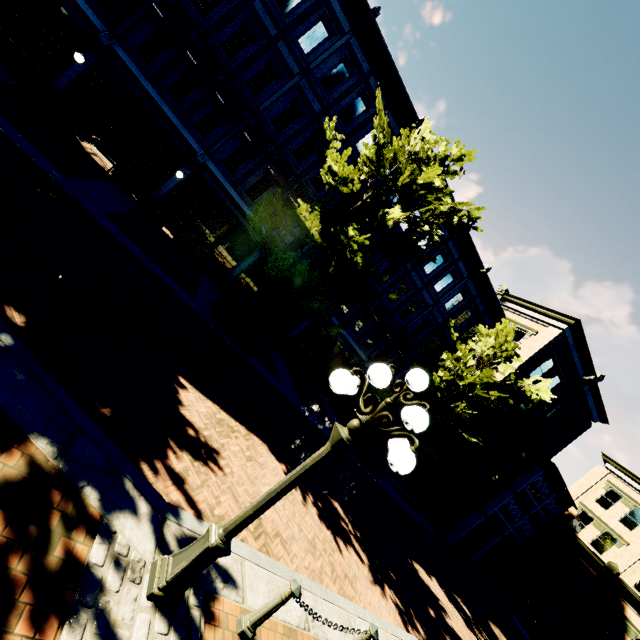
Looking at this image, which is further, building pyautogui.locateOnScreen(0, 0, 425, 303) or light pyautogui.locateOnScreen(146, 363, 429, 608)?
building pyautogui.locateOnScreen(0, 0, 425, 303)

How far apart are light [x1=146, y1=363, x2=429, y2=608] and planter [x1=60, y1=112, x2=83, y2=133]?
15.49m

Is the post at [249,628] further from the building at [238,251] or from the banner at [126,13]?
the banner at [126,13]

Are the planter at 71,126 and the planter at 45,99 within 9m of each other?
yes

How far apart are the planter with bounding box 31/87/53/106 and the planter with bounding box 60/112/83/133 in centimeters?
84cm

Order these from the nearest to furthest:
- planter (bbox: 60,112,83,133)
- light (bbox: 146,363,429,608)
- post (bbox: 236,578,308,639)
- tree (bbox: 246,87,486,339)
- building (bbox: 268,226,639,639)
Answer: light (bbox: 146,363,429,608)
post (bbox: 236,578,308,639)
tree (bbox: 246,87,486,339)
planter (bbox: 60,112,83,133)
building (bbox: 268,226,639,639)

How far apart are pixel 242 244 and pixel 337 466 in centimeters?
1169cm

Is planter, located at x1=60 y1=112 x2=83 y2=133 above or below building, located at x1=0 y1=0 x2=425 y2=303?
below
